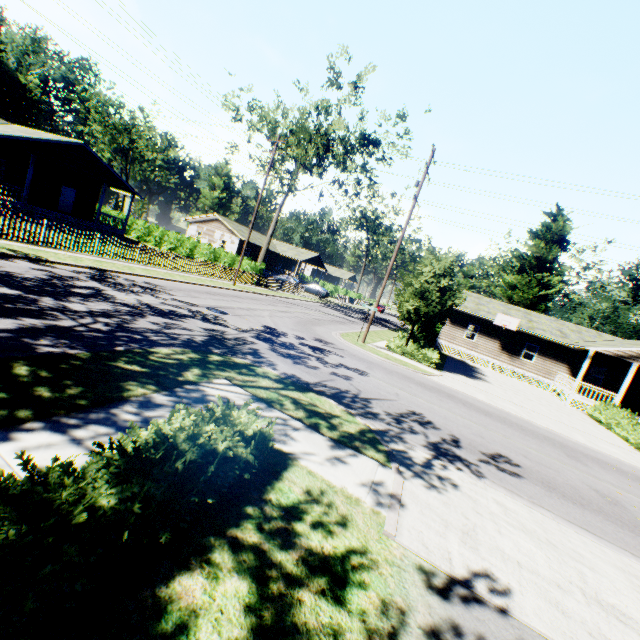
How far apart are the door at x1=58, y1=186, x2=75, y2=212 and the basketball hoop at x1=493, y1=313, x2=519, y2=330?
39.7 meters

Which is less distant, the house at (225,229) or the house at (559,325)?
the house at (559,325)

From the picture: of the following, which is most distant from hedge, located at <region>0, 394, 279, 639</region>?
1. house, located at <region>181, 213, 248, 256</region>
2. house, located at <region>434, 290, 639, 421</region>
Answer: house, located at <region>181, 213, 248, 256</region>

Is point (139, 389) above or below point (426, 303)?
below

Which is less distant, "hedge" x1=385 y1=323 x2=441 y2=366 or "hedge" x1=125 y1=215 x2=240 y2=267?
"hedge" x1=385 y1=323 x2=441 y2=366

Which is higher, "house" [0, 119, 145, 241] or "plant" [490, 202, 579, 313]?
"plant" [490, 202, 579, 313]

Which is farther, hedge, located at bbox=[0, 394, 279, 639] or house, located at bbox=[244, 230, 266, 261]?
house, located at bbox=[244, 230, 266, 261]

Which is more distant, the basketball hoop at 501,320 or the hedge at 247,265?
the hedge at 247,265
